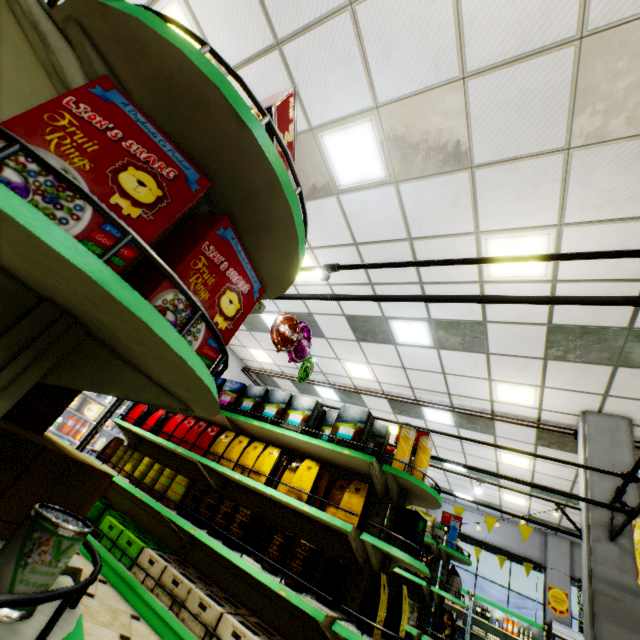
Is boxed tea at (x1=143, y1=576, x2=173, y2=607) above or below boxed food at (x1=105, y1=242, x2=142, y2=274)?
below

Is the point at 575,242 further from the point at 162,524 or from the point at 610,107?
the point at 162,524

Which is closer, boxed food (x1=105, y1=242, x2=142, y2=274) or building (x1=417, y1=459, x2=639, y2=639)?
boxed food (x1=105, y1=242, x2=142, y2=274)

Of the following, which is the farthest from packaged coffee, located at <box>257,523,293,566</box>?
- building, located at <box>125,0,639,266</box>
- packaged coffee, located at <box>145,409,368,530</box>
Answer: building, located at <box>125,0,639,266</box>

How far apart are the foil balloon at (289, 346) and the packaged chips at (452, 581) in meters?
3.9 m

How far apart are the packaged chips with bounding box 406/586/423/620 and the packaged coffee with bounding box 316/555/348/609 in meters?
3.2 m

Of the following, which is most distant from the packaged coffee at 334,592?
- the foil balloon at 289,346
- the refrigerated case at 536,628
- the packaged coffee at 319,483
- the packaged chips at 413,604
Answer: the refrigerated case at 536,628

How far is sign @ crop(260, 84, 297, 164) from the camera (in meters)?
1.27
